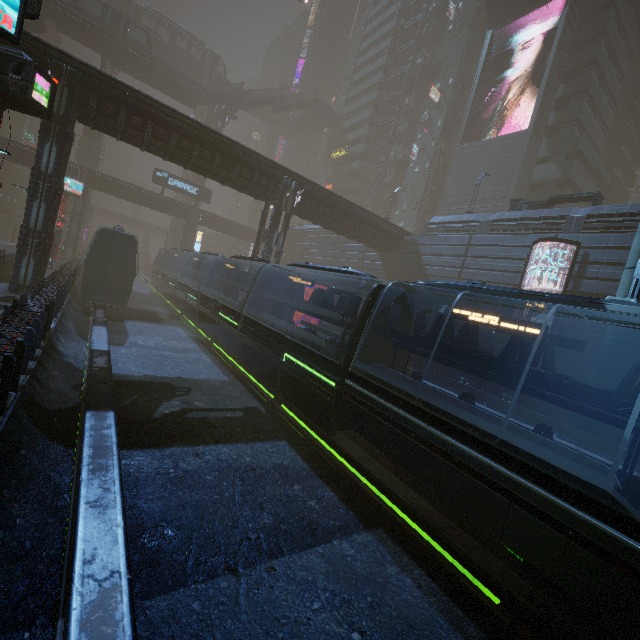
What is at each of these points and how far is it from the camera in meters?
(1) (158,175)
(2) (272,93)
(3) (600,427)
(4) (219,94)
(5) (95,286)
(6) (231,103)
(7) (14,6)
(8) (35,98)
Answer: (1) sign, 42.5
(2) stairs, 55.3
(3) sm, 7.8
(4) stairs, 50.8
(5) train, 20.0
(6) building structure, 51.3
(7) sign, 7.2
(8) sign, 11.4

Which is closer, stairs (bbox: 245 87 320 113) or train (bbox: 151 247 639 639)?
train (bbox: 151 247 639 639)

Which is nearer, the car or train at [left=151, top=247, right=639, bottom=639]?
train at [left=151, top=247, right=639, bottom=639]

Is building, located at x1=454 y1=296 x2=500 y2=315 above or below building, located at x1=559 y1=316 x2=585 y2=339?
above

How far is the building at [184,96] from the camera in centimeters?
4382cm

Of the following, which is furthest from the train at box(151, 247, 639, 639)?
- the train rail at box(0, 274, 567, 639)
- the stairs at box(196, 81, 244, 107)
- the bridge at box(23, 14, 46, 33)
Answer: the bridge at box(23, 14, 46, 33)

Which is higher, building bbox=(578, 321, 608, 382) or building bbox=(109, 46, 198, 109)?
building bbox=(109, 46, 198, 109)

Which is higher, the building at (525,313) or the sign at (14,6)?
the sign at (14,6)
